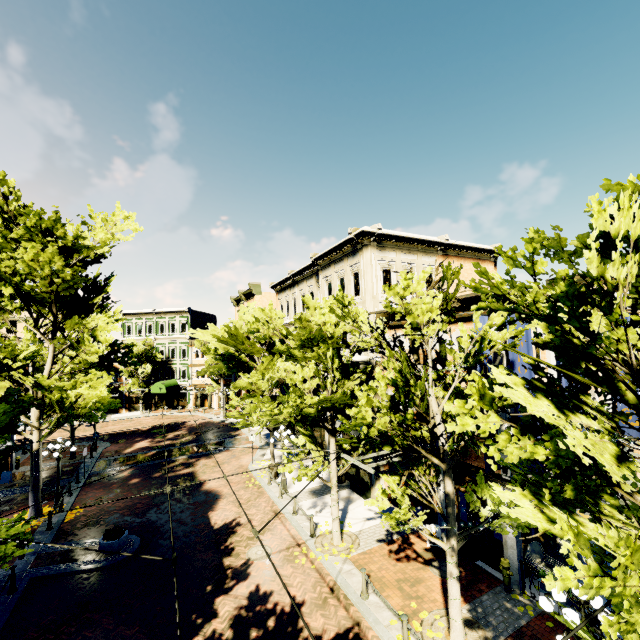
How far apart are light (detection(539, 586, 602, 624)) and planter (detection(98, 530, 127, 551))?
14.78m

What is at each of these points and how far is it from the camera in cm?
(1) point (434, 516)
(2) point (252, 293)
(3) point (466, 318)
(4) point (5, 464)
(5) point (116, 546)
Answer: (1) building, 1360
(2) building, 3584
(3) building, 1211
(4) building, 2295
(5) planter, 1311

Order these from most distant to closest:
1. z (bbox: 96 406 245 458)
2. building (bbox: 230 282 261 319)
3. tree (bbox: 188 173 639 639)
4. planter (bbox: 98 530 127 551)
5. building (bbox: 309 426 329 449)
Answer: building (bbox: 230 282 261 319) → z (bbox: 96 406 245 458) → building (bbox: 309 426 329 449) → planter (bbox: 98 530 127 551) → tree (bbox: 188 173 639 639)

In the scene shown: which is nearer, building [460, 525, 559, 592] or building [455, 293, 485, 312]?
building [460, 525, 559, 592]

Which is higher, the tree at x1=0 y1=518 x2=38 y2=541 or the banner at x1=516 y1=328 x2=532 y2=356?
the banner at x1=516 y1=328 x2=532 y2=356

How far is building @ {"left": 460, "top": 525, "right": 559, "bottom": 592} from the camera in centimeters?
1037cm

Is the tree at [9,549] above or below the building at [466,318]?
below

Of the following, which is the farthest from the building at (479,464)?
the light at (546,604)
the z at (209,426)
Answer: the light at (546,604)
